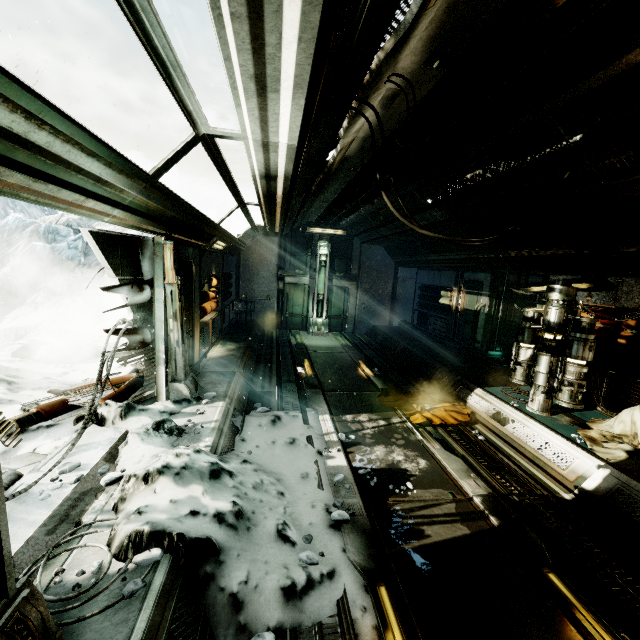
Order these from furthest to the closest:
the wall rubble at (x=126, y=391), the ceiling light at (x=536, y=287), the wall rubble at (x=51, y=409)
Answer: the ceiling light at (x=536, y=287), the wall rubble at (x=126, y=391), the wall rubble at (x=51, y=409)

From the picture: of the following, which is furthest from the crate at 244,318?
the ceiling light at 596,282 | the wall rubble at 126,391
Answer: the ceiling light at 596,282

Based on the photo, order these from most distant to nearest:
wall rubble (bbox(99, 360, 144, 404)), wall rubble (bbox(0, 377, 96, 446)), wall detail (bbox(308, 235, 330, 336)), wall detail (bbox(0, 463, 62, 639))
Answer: wall detail (bbox(308, 235, 330, 336))
wall rubble (bbox(99, 360, 144, 404))
wall rubble (bbox(0, 377, 96, 446))
wall detail (bbox(0, 463, 62, 639))

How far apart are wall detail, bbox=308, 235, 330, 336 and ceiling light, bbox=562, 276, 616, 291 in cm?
742

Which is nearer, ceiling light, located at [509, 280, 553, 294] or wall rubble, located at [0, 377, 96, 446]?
wall rubble, located at [0, 377, 96, 446]

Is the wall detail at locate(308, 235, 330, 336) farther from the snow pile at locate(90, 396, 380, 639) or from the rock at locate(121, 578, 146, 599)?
the rock at locate(121, 578, 146, 599)

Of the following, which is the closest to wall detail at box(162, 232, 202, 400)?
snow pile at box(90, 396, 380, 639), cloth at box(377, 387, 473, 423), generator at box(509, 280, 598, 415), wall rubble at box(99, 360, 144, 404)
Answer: snow pile at box(90, 396, 380, 639)

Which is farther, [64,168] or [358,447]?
[358,447]
